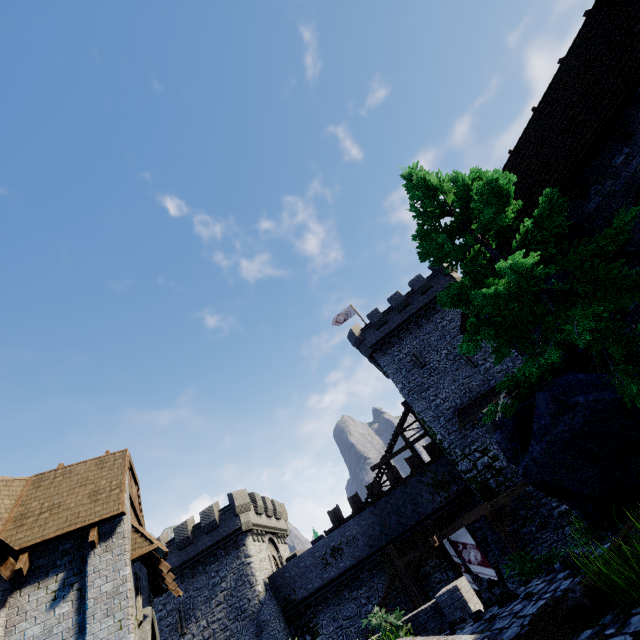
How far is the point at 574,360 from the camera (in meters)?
6.81

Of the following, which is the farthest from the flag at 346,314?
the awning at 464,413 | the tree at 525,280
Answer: the tree at 525,280

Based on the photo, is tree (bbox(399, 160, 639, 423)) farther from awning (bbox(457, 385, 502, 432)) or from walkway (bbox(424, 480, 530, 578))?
awning (bbox(457, 385, 502, 432))

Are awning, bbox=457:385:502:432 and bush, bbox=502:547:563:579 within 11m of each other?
no

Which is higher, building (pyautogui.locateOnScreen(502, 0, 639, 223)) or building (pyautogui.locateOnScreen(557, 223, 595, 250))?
building (pyautogui.locateOnScreen(502, 0, 639, 223))

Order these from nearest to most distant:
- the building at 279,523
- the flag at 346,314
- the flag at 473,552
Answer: the flag at 473,552
the building at 279,523
the flag at 346,314

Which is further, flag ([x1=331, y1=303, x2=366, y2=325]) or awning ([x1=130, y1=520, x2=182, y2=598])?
flag ([x1=331, y1=303, x2=366, y2=325])
